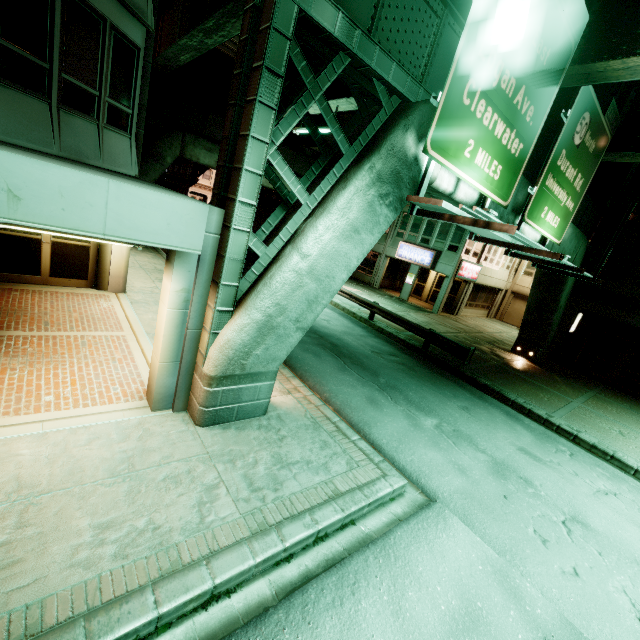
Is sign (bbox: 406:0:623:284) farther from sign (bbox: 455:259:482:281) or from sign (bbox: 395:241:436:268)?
sign (bbox: 395:241:436:268)

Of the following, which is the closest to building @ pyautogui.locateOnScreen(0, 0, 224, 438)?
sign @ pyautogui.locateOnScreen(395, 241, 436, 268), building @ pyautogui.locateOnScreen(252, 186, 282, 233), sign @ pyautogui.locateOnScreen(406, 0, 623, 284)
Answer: sign @ pyautogui.locateOnScreen(406, 0, 623, 284)

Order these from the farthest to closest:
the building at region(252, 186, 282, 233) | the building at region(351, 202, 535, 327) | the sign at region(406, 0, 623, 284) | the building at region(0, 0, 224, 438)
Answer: the building at region(252, 186, 282, 233)
the building at region(351, 202, 535, 327)
the sign at region(406, 0, 623, 284)
the building at region(0, 0, 224, 438)

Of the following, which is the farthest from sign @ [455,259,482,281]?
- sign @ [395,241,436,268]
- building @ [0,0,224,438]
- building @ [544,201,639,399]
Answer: building @ [0,0,224,438]

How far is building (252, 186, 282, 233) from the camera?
30.0 meters

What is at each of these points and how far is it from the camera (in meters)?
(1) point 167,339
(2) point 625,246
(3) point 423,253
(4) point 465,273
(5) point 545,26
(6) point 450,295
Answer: (1) building, 5.45
(2) building, 17.56
(3) sign, 25.30
(4) sign, 24.83
(5) sign, 6.52
(6) building, 27.67

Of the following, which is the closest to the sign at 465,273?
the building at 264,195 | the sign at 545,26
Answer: the sign at 545,26

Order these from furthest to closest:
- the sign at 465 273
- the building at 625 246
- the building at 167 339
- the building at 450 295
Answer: the building at 450 295 → the sign at 465 273 → the building at 625 246 → the building at 167 339
